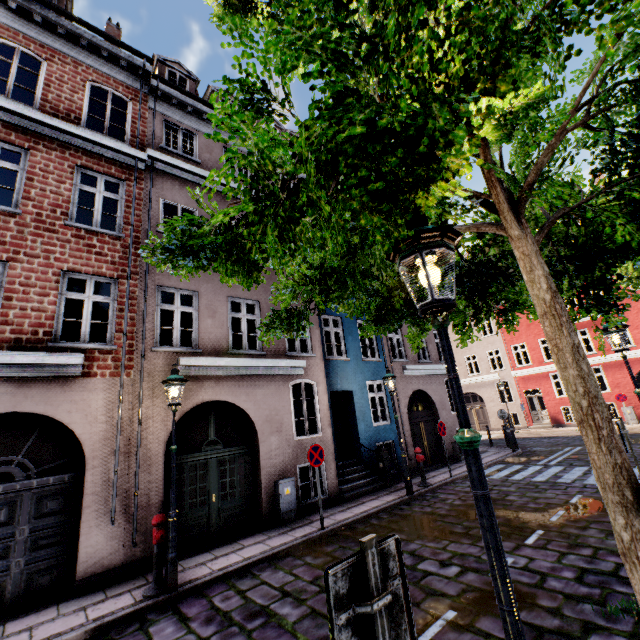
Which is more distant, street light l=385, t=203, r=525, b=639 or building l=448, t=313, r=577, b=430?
building l=448, t=313, r=577, b=430

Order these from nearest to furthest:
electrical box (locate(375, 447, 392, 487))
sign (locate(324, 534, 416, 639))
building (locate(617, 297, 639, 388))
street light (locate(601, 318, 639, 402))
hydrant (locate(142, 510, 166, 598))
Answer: sign (locate(324, 534, 416, 639)) < hydrant (locate(142, 510, 166, 598)) < street light (locate(601, 318, 639, 402)) < electrical box (locate(375, 447, 392, 487)) < building (locate(617, 297, 639, 388))

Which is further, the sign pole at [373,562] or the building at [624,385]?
the building at [624,385]

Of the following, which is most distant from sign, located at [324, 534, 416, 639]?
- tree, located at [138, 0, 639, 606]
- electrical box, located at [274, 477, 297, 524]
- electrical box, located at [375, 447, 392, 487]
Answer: electrical box, located at [375, 447, 392, 487]

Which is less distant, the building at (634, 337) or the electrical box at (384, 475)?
the electrical box at (384, 475)

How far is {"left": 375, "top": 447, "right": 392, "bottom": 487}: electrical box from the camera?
11.30m

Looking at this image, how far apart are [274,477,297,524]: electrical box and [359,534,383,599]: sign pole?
8.11m

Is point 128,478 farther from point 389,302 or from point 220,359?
point 389,302
